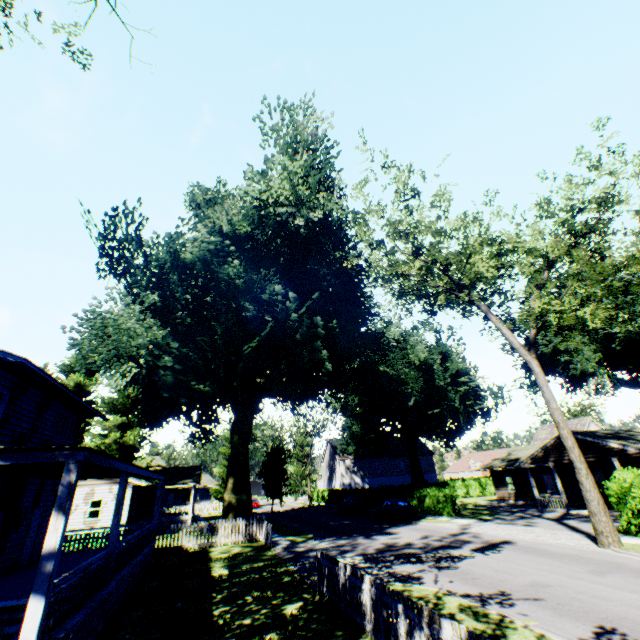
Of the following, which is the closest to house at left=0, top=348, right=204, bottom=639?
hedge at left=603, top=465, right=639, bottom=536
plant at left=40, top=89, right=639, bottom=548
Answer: plant at left=40, top=89, right=639, bottom=548

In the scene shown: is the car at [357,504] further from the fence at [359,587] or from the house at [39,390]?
the fence at [359,587]

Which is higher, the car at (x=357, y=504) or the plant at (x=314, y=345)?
the plant at (x=314, y=345)

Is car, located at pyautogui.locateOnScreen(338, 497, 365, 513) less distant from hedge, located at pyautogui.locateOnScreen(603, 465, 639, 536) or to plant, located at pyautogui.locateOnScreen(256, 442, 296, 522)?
hedge, located at pyautogui.locateOnScreen(603, 465, 639, 536)

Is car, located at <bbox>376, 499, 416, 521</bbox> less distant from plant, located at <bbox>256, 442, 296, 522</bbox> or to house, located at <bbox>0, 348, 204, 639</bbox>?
plant, located at <bbox>256, 442, 296, 522</bbox>

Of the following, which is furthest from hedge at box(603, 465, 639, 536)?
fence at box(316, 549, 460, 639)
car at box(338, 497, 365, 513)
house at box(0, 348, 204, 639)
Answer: Result: house at box(0, 348, 204, 639)

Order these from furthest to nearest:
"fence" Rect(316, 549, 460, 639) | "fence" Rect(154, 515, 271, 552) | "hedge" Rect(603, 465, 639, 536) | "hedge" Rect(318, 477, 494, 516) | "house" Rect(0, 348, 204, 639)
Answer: "hedge" Rect(318, 477, 494, 516), "fence" Rect(154, 515, 271, 552), "hedge" Rect(603, 465, 639, 536), "house" Rect(0, 348, 204, 639), "fence" Rect(316, 549, 460, 639)

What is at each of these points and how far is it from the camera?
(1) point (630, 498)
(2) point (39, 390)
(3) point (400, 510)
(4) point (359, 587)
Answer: (1) hedge, 16.16m
(2) house, 14.48m
(3) car, 27.50m
(4) fence, 8.52m
